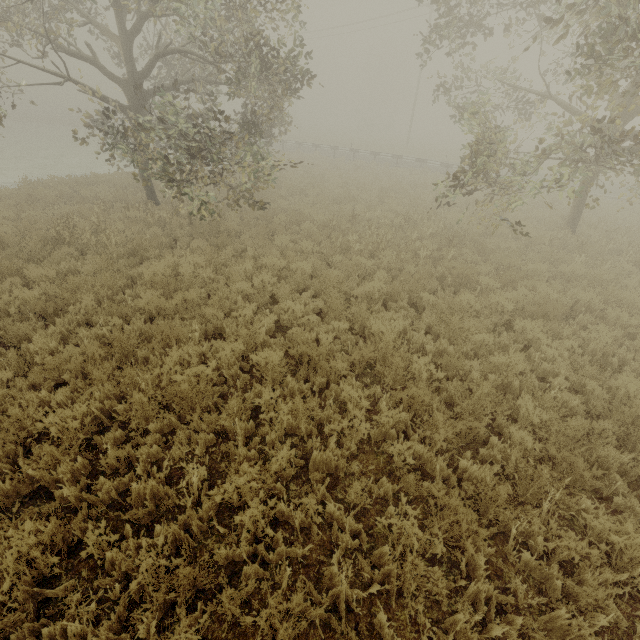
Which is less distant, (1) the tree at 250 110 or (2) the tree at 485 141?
(2) the tree at 485 141

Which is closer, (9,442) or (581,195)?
(9,442)

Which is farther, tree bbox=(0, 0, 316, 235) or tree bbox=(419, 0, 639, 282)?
tree bbox=(0, 0, 316, 235)

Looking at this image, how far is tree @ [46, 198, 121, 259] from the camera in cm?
884

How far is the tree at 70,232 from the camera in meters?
8.8

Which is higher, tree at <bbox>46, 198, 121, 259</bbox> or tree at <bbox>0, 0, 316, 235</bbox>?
tree at <bbox>0, 0, 316, 235</bbox>

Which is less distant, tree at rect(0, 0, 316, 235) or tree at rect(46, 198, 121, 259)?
tree at rect(0, 0, 316, 235)
